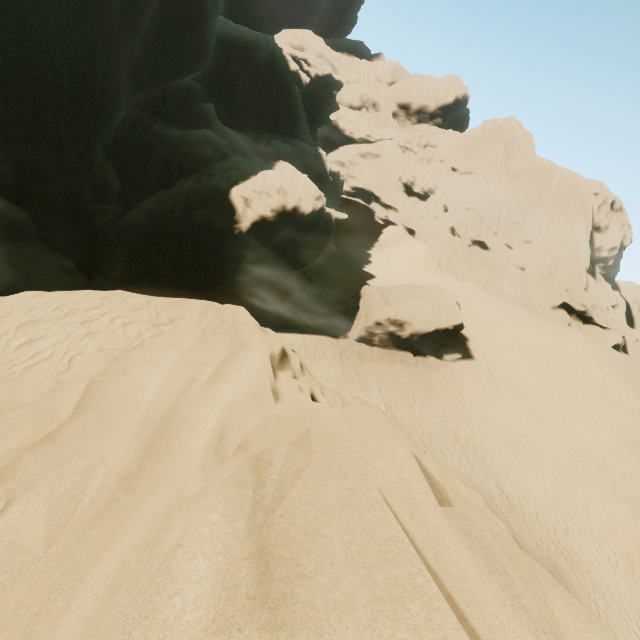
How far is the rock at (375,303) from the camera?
27.7 meters

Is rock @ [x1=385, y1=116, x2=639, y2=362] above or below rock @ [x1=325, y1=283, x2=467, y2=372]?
above

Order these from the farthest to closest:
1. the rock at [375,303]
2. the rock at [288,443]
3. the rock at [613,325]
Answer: the rock at [613,325] → the rock at [375,303] → the rock at [288,443]

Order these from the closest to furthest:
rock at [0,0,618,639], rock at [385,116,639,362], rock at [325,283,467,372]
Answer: rock at [0,0,618,639], rock at [325,283,467,372], rock at [385,116,639,362]

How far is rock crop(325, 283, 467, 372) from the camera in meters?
27.7 m

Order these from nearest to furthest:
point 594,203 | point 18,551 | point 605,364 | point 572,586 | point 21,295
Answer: point 18,551 < point 21,295 < point 572,586 < point 605,364 < point 594,203

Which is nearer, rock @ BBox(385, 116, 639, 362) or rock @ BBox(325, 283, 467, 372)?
rock @ BBox(325, 283, 467, 372)
